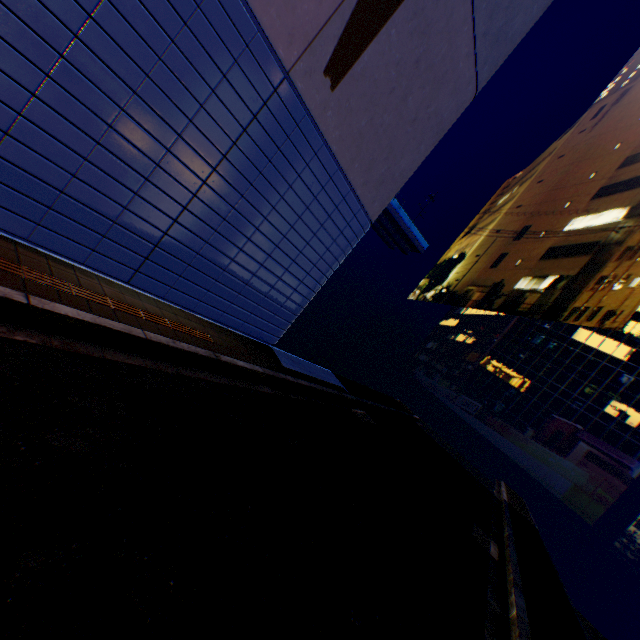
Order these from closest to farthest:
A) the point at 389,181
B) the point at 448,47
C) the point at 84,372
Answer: the point at 84,372 → the point at 448,47 → the point at 389,181
